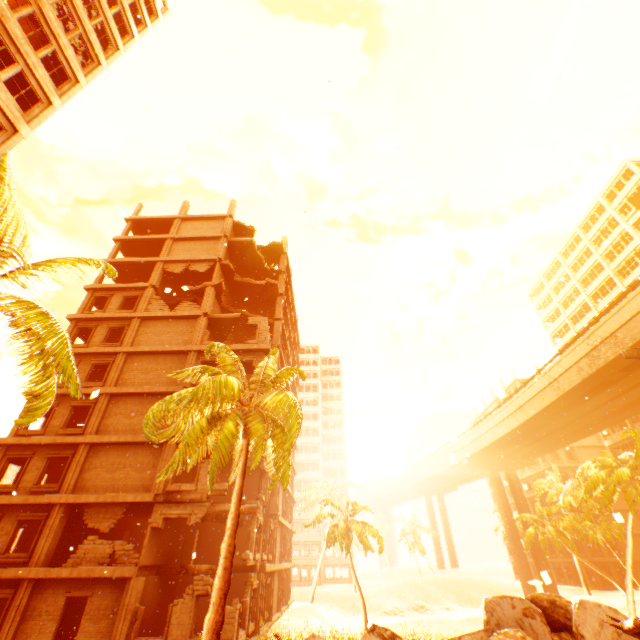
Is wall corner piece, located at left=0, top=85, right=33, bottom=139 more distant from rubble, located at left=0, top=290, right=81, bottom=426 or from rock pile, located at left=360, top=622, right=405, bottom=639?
rock pile, located at left=360, top=622, right=405, bottom=639

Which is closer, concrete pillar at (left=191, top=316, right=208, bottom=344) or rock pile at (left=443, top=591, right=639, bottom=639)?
rock pile at (left=443, top=591, right=639, bottom=639)

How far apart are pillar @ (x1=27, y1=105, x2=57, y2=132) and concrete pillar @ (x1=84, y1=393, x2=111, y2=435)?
14.65m

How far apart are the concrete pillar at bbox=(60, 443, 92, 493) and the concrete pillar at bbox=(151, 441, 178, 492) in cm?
428

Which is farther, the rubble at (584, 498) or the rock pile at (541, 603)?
the rubble at (584, 498)

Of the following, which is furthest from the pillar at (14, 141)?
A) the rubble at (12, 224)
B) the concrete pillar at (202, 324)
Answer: the concrete pillar at (202, 324)

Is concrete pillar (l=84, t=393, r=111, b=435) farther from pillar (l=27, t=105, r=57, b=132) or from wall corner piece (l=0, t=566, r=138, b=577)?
pillar (l=27, t=105, r=57, b=132)

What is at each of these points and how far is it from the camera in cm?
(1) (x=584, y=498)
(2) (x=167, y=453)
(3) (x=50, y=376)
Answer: (1) rubble, 2572
(2) concrete pillar, 1842
(3) rubble, 684
